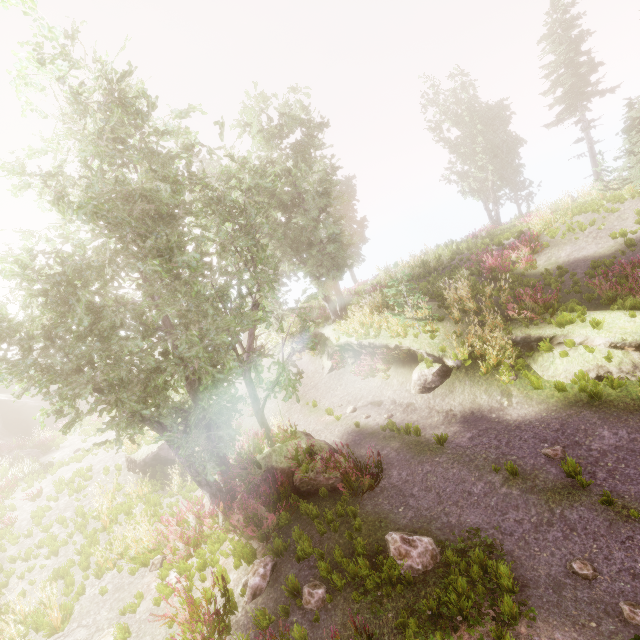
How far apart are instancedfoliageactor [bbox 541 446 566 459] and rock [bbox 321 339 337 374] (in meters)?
11.29

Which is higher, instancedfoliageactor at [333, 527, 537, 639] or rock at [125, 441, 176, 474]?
rock at [125, 441, 176, 474]

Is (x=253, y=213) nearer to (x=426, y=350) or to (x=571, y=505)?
(x=426, y=350)

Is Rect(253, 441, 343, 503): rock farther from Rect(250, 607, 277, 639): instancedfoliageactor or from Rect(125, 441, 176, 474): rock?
Rect(125, 441, 176, 474): rock

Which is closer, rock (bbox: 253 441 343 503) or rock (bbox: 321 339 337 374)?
rock (bbox: 253 441 343 503)

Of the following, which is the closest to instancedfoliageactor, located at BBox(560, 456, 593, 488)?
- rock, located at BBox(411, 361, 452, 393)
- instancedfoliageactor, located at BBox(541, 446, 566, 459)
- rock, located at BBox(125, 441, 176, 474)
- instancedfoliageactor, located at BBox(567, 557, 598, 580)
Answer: instancedfoliageactor, located at BBox(567, 557, 598, 580)

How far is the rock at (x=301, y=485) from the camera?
9.0 meters

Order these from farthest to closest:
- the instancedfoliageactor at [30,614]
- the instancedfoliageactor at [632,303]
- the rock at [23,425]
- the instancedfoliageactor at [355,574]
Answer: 1. the rock at [23,425]
2. the instancedfoliageactor at [632,303]
3. the instancedfoliageactor at [30,614]
4. the instancedfoliageactor at [355,574]
